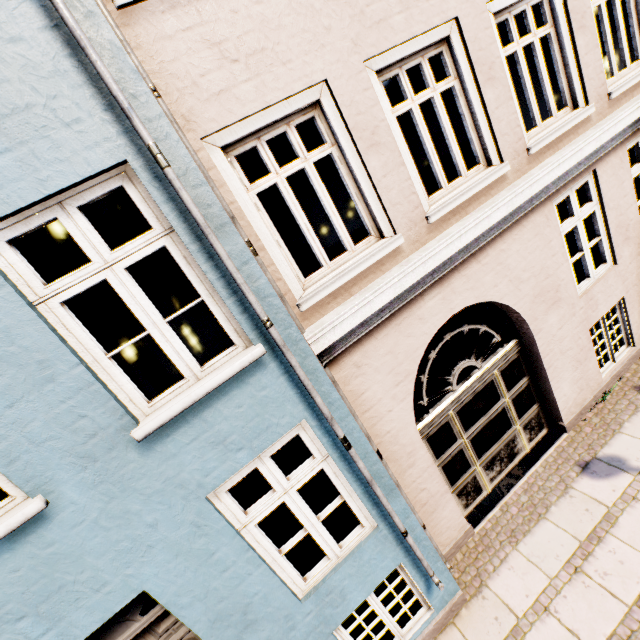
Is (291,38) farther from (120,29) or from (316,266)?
(316,266)
